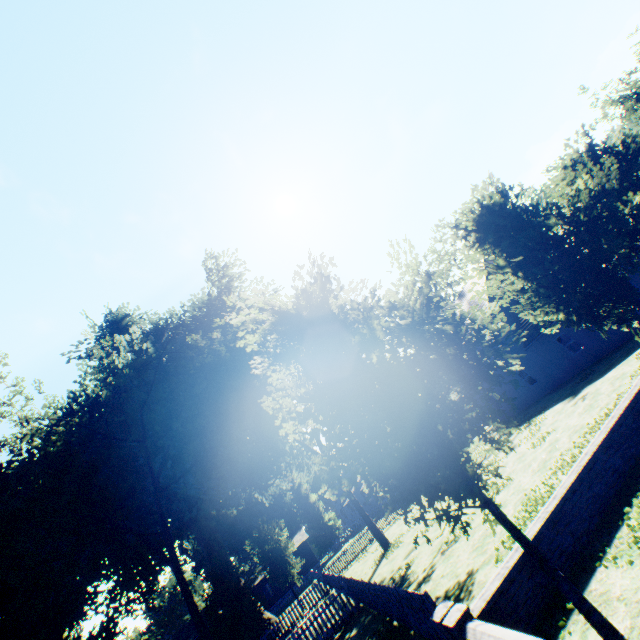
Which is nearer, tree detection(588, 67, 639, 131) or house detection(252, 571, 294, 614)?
tree detection(588, 67, 639, 131)

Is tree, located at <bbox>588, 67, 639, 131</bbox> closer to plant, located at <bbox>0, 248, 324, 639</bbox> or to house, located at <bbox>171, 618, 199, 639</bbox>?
plant, located at <bbox>0, 248, 324, 639</bbox>

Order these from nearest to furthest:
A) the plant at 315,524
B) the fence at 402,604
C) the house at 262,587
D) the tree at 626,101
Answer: the fence at 402,604 < the tree at 626,101 < the house at 262,587 < the plant at 315,524

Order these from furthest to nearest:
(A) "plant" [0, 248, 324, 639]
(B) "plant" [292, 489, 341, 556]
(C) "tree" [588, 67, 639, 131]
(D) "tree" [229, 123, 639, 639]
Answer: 1. (B) "plant" [292, 489, 341, 556]
2. (C) "tree" [588, 67, 639, 131]
3. (A) "plant" [0, 248, 324, 639]
4. (D) "tree" [229, 123, 639, 639]

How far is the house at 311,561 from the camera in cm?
4550

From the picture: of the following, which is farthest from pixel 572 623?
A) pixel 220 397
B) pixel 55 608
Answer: pixel 55 608

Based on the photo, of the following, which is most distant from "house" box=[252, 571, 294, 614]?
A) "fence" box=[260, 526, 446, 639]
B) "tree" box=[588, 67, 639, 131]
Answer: "tree" box=[588, 67, 639, 131]
